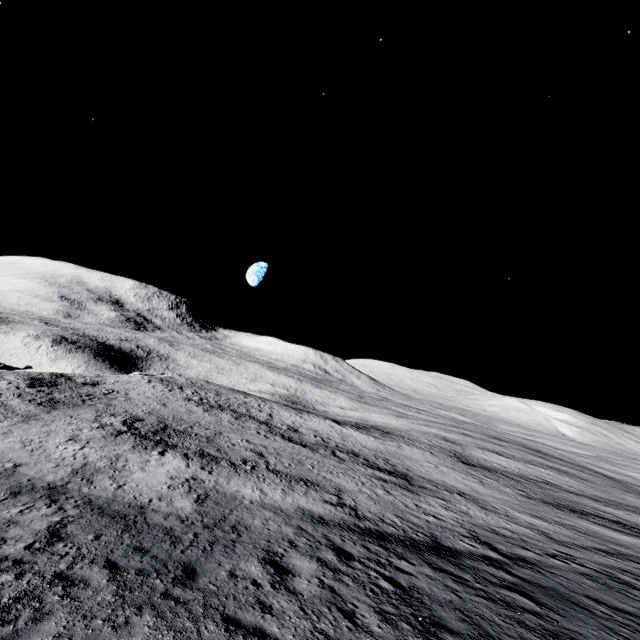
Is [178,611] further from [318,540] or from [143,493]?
[143,493]
